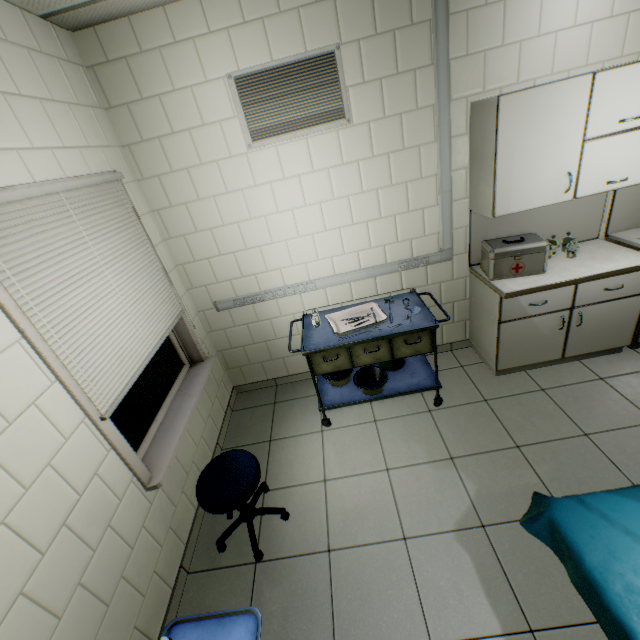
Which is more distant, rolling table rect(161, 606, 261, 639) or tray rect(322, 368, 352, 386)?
tray rect(322, 368, 352, 386)

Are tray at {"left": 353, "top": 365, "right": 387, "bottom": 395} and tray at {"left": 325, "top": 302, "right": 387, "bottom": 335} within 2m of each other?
yes

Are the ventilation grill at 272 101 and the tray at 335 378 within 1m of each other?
no

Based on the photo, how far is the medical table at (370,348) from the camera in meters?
2.6

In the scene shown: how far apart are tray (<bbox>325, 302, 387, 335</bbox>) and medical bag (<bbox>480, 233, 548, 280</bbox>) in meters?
1.0 m

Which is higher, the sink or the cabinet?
the cabinet

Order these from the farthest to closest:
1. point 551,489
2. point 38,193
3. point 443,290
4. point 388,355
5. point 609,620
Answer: point 443,290 < point 388,355 < point 551,489 < point 38,193 < point 609,620

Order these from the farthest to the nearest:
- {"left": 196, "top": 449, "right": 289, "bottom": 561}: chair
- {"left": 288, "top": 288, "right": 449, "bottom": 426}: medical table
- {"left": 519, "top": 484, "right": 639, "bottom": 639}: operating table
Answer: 1. {"left": 288, "top": 288, "right": 449, "bottom": 426}: medical table
2. {"left": 196, "top": 449, "right": 289, "bottom": 561}: chair
3. {"left": 519, "top": 484, "right": 639, "bottom": 639}: operating table
